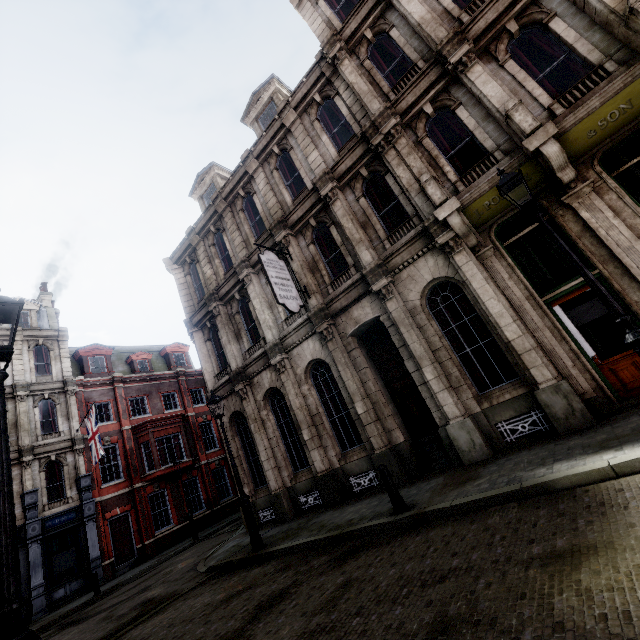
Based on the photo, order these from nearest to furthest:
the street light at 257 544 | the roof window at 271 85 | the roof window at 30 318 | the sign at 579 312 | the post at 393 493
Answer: the post at 393 493
the sign at 579 312
the street light at 257 544
the roof window at 271 85
the roof window at 30 318

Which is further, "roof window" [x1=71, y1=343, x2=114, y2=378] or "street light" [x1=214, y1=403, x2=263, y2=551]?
"roof window" [x1=71, y1=343, x2=114, y2=378]

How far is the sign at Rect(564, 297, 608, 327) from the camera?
7.36m

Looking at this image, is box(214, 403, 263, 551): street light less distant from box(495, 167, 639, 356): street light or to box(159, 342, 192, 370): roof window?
box(495, 167, 639, 356): street light

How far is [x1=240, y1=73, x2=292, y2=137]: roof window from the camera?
14.4m

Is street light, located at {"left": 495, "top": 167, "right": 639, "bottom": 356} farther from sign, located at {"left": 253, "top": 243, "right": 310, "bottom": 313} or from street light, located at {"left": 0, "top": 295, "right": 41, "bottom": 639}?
street light, located at {"left": 0, "top": 295, "right": 41, "bottom": 639}

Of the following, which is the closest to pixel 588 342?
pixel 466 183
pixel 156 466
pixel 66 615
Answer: pixel 466 183

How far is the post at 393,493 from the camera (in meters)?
6.64
